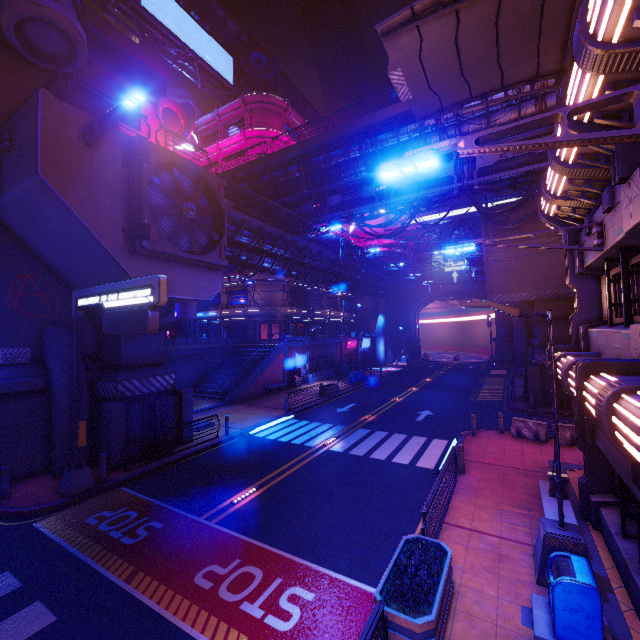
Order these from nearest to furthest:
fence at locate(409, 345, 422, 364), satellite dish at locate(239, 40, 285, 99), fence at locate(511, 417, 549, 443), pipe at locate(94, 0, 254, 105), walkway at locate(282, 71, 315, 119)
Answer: fence at locate(511, 417, 549, 443) → pipe at locate(94, 0, 254, 105) → satellite dish at locate(239, 40, 285, 99) → fence at locate(409, 345, 422, 364) → walkway at locate(282, 71, 315, 119)

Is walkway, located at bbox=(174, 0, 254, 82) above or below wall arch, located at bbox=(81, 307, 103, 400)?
above

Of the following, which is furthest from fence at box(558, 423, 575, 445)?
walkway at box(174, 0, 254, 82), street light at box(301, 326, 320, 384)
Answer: walkway at box(174, 0, 254, 82)

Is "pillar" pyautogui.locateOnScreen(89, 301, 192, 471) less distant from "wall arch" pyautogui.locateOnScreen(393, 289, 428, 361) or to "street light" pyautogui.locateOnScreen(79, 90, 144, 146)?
"street light" pyautogui.locateOnScreen(79, 90, 144, 146)

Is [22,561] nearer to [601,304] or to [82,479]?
[82,479]

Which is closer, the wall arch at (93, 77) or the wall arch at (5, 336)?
the wall arch at (5, 336)

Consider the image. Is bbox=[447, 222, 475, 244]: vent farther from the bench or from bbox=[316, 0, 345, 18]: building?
the bench

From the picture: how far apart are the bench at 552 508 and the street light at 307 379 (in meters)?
25.11
